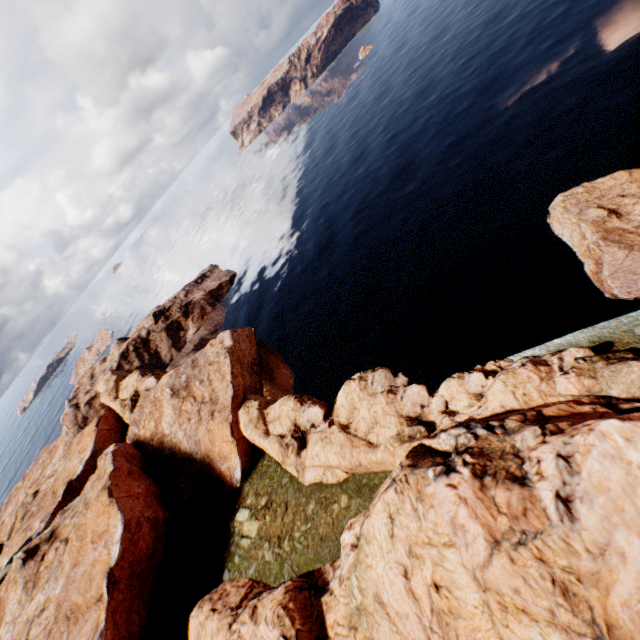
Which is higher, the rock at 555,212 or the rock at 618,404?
the rock at 618,404

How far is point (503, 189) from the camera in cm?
3962

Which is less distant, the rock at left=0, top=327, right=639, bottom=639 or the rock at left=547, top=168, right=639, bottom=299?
the rock at left=0, top=327, right=639, bottom=639

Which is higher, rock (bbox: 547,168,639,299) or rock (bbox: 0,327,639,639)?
rock (bbox: 0,327,639,639)

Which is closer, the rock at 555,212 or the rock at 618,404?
the rock at 618,404
